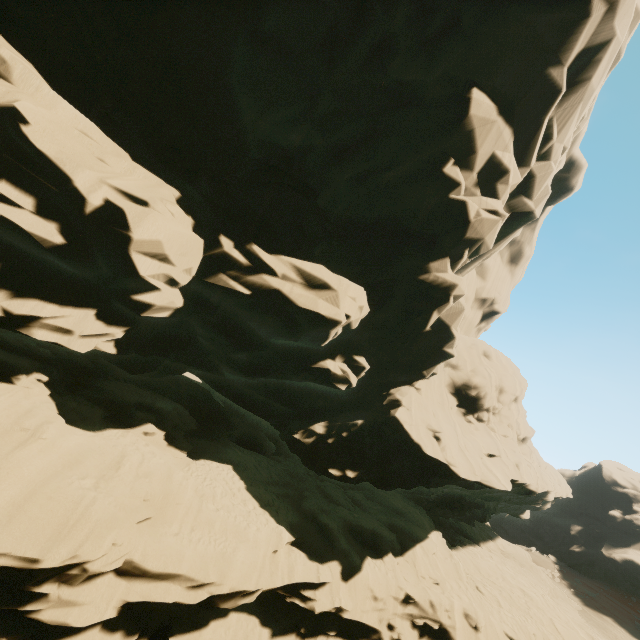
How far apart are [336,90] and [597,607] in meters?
65.3 m
